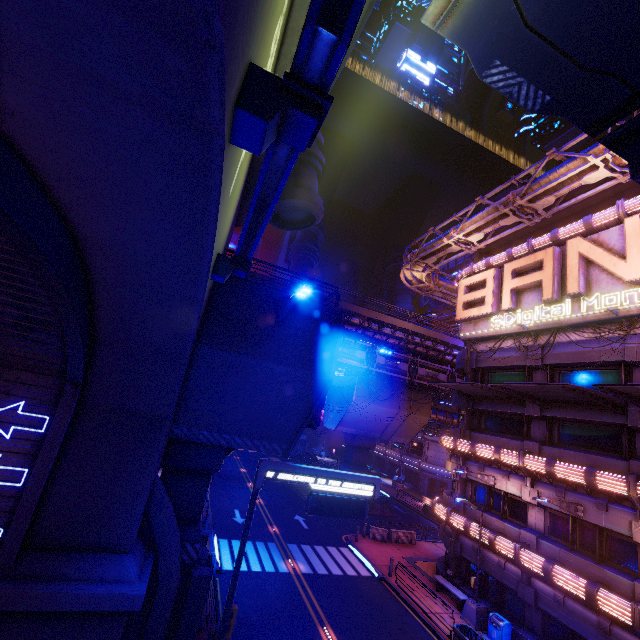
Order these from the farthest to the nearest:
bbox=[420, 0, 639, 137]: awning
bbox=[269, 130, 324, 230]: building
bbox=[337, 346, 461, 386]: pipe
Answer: bbox=[337, 346, 461, 386]: pipe
bbox=[269, 130, 324, 230]: building
bbox=[420, 0, 639, 137]: awning

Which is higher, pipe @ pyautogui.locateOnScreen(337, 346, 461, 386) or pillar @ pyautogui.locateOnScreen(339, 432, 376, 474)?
pipe @ pyautogui.locateOnScreen(337, 346, 461, 386)

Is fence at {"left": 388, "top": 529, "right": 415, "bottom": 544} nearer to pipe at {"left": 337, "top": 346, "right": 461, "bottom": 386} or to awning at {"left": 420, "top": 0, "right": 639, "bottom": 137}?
pipe at {"left": 337, "top": 346, "right": 461, "bottom": 386}

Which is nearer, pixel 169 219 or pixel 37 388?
pixel 169 219

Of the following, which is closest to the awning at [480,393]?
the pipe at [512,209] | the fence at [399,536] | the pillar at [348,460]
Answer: the pipe at [512,209]

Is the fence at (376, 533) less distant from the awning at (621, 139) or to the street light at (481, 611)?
the street light at (481, 611)

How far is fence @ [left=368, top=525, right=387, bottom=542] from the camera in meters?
26.6 m

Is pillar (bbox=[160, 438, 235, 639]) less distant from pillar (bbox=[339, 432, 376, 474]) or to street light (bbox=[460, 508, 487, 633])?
street light (bbox=[460, 508, 487, 633])
